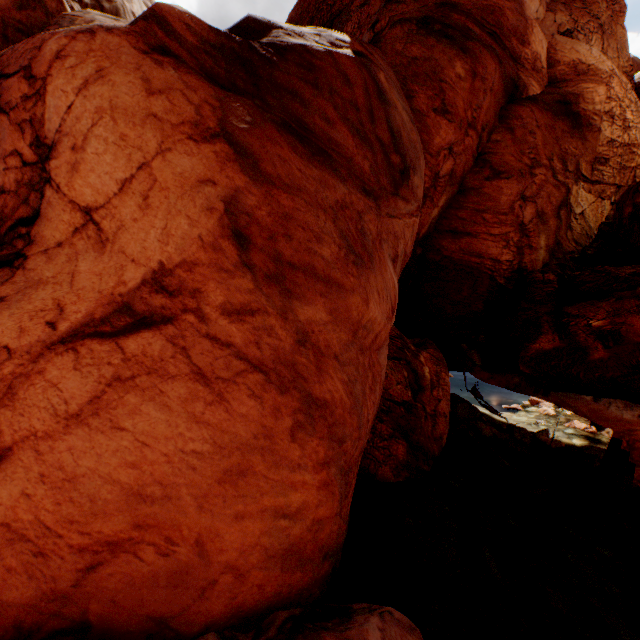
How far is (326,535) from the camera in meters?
7.7 m
